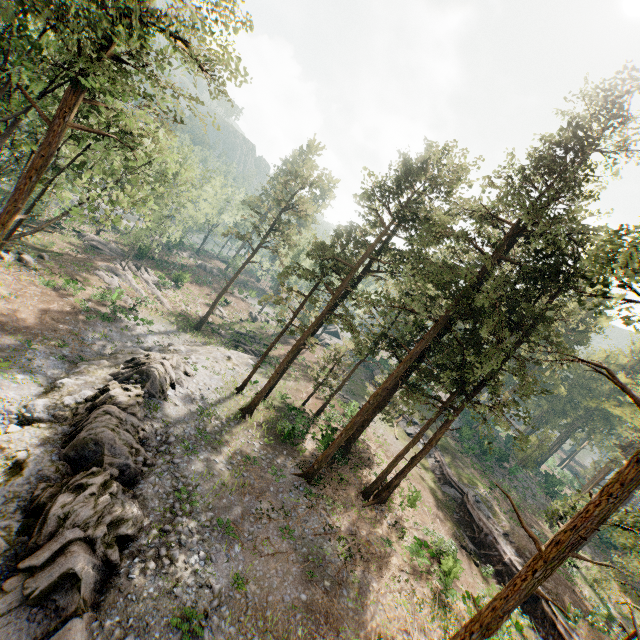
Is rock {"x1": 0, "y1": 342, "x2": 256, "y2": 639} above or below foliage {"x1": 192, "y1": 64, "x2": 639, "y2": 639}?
below

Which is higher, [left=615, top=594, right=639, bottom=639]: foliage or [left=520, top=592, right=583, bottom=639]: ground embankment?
[left=615, top=594, right=639, bottom=639]: foliage

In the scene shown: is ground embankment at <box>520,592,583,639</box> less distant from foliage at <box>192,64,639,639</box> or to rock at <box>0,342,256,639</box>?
foliage at <box>192,64,639,639</box>

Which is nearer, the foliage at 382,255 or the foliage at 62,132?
the foliage at 382,255

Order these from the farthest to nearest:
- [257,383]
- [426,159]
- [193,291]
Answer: [193,291] < [257,383] < [426,159]

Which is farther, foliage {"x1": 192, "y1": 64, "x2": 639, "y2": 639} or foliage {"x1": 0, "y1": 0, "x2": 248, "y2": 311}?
foliage {"x1": 0, "y1": 0, "x2": 248, "y2": 311}

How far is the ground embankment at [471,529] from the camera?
24.1m
